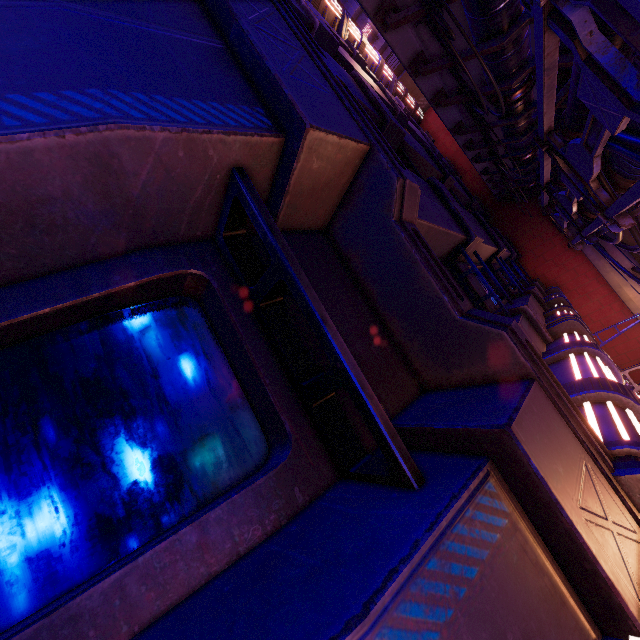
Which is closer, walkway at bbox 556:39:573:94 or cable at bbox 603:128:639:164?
cable at bbox 603:128:639:164

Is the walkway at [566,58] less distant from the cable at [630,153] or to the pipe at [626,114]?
the pipe at [626,114]

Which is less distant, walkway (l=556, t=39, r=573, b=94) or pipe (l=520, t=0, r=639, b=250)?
pipe (l=520, t=0, r=639, b=250)

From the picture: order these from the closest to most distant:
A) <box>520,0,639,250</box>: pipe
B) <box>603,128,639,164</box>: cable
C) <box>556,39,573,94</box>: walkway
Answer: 1. <box>520,0,639,250</box>: pipe
2. <box>603,128,639,164</box>: cable
3. <box>556,39,573,94</box>: walkway

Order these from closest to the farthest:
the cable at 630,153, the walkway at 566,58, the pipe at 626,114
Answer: the pipe at 626,114 → the cable at 630,153 → the walkway at 566,58

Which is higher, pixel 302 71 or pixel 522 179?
pixel 522 179

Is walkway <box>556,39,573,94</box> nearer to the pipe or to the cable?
the pipe

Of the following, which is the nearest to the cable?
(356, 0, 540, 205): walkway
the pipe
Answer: the pipe
